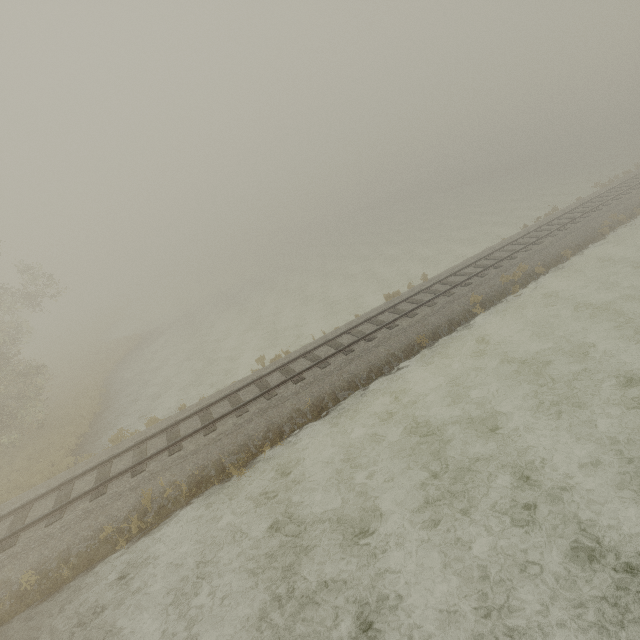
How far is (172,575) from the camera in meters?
8.9 m
